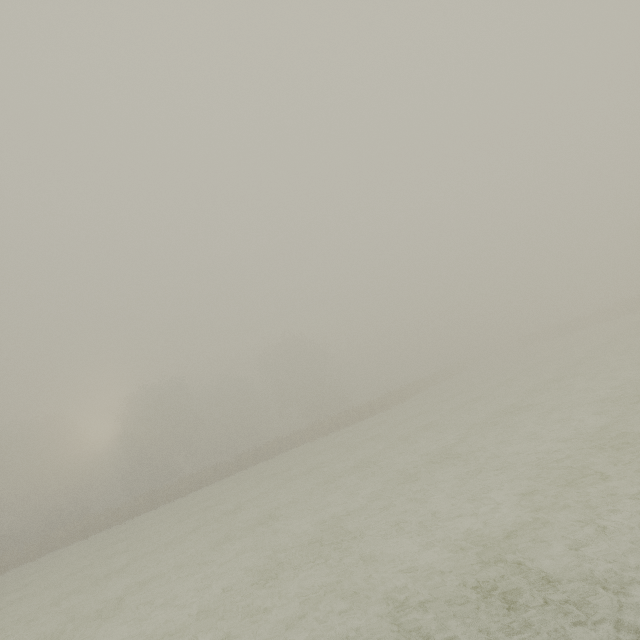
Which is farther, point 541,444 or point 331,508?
point 331,508
